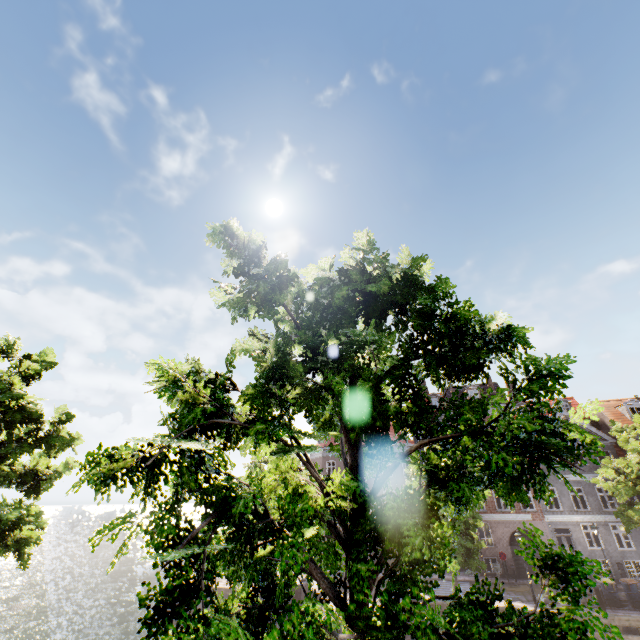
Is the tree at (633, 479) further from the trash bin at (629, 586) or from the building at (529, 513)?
the building at (529, 513)

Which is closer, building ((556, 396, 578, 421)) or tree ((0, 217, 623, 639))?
tree ((0, 217, 623, 639))

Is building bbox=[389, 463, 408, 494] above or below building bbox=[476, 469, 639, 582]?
above

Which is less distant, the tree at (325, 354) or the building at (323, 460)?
the tree at (325, 354)

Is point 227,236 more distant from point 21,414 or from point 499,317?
point 21,414

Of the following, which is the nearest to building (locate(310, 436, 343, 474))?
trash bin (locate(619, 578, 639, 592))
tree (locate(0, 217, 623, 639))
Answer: tree (locate(0, 217, 623, 639))

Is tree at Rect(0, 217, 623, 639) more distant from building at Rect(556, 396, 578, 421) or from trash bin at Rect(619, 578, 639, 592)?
building at Rect(556, 396, 578, 421)
